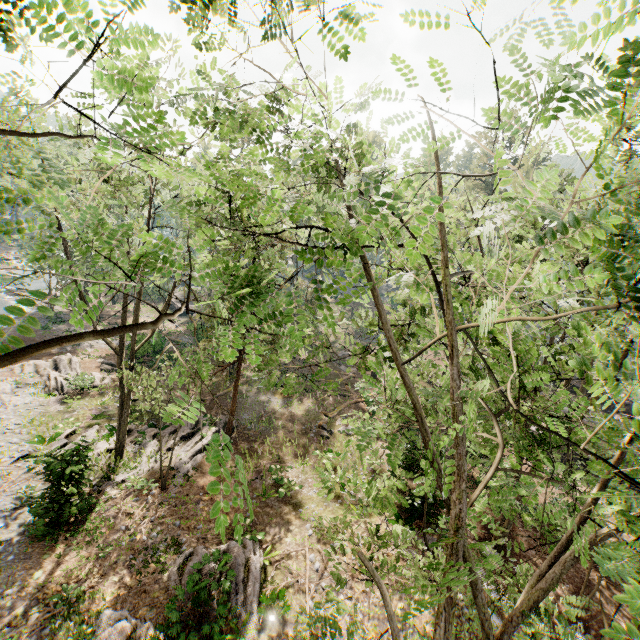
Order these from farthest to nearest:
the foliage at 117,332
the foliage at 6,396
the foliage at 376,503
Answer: the foliage at 6,396
the foliage at 376,503
the foliage at 117,332

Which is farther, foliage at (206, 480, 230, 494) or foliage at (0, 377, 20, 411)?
foliage at (0, 377, 20, 411)

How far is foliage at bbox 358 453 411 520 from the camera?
5.71m

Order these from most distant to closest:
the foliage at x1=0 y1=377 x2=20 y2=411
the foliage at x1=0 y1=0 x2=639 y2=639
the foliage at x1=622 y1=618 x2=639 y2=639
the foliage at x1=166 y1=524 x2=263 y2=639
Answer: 1. the foliage at x1=0 y1=377 x2=20 y2=411
2. the foliage at x1=166 y1=524 x2=263 y2=639
3. the foliage at x1=0 y1=0 x2=639 y2=639
4. the foliage at x1=622 y1=618 x2=639 y2=639

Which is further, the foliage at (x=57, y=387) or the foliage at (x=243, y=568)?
the foliage at (x=57, y=387)

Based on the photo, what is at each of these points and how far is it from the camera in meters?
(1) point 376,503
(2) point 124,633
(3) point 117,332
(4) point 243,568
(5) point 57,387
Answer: (1) foliage, 7.4
(2) foliage, 10.0
(3) foliage, 1.7
(4) foliage, 12.8
(5) foliage, 21.6
